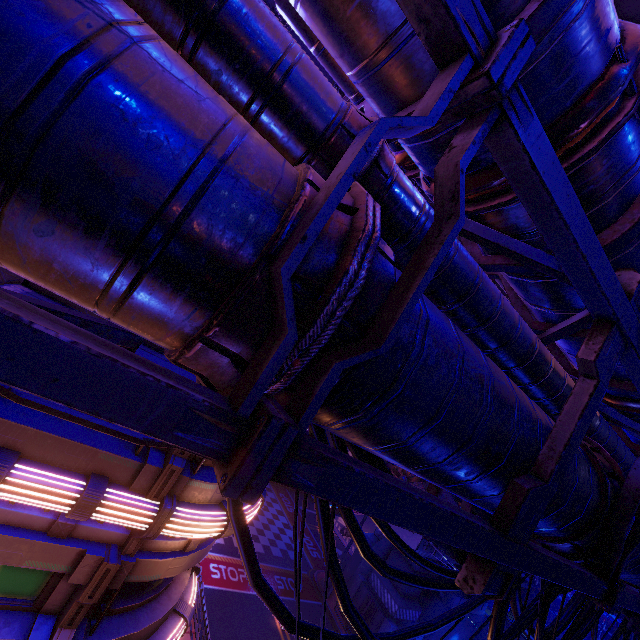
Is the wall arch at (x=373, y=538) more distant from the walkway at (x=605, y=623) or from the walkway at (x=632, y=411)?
the walkway at (x=632, y=411)

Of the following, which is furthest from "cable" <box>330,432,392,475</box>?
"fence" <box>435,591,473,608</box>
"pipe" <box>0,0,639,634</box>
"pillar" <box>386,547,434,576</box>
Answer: "fence" <box>435,591,473,608</box>

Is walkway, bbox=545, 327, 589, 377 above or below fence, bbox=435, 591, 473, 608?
above

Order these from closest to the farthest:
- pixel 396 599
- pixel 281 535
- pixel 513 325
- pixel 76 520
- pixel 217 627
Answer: pixel 513 325 < pixel 76 520 < pixel 217 627 < pixel 396 599 < pixel 281 535

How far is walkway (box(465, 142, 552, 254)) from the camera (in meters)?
2.74

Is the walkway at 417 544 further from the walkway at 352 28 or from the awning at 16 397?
the awning at 16 397

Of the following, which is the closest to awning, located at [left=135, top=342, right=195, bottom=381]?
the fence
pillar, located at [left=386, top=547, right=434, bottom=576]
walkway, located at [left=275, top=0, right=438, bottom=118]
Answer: walkway, located at [left=275, top=0, right=438, bottom=118]

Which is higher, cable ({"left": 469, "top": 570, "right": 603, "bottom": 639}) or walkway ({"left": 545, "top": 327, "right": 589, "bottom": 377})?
walkway ({"left": 545, "top": 327, "right": 589, "bottom": 377})
